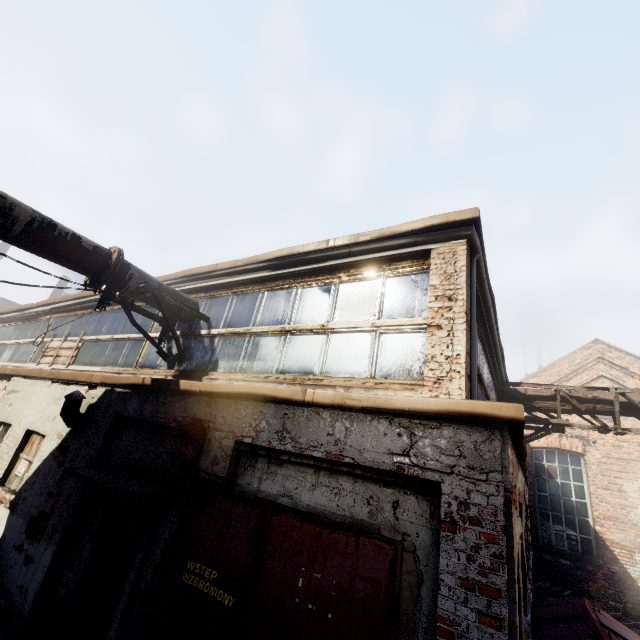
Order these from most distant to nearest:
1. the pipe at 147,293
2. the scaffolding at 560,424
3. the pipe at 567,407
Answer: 1. the pipe at 567,407
2. the scaffolding at 560,424
3. the pipe at 147,293

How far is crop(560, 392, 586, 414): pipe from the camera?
8.1 meters

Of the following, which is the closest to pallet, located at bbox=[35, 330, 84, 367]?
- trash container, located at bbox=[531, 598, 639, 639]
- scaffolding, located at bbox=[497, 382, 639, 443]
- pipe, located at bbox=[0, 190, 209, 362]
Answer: pipe, located at bbox=[0, 190, 209, 362]

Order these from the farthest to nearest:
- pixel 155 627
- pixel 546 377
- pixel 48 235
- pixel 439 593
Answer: pixel 546 377 < pixel 48 235 < pixel 155 627 < pixel 439 593

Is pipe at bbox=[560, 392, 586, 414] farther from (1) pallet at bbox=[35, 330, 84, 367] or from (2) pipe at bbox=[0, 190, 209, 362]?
Answer: (1) pallet at bbox=[35, 330, 84, 367]

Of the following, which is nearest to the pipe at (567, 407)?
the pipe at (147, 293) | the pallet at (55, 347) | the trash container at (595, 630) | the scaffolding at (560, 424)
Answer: the scaffolding at (560, 424)

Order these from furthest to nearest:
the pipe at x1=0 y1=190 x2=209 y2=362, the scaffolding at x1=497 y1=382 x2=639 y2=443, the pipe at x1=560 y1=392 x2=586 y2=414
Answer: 1. the pipe at x1=560 y1=392 x2=586 y2=414
2. the scaffolding at x1=497 y1=382 x2=639 y2=443
3. the pipe at x1=0 y1=190 x2=209 y2=362
